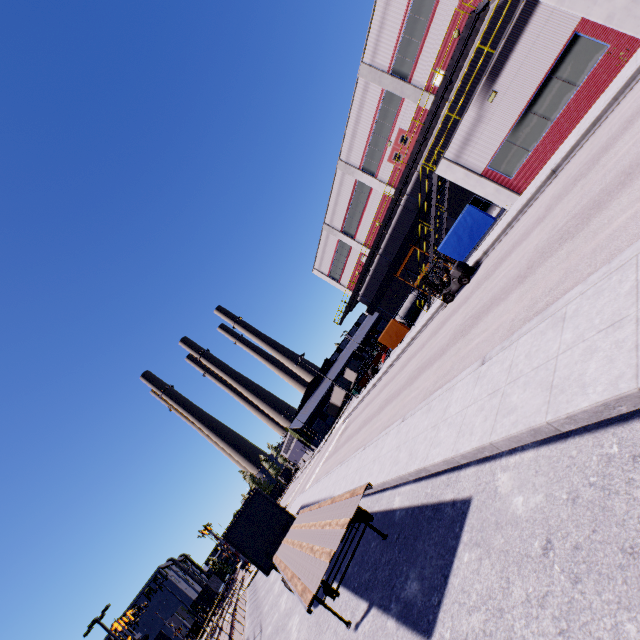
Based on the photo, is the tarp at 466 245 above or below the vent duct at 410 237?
below

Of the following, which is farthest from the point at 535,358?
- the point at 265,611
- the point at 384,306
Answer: the point at 384,306

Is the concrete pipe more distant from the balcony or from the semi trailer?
the semi trailer

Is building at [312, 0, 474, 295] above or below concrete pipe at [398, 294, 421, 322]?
above

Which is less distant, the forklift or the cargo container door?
the forklift

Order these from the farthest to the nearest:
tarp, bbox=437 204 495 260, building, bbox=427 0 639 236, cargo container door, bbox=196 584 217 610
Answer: cargo container door, bbox=196 584 217 610
tarp, bbox=437 204 495 260
building, bbox=427 0 639 236

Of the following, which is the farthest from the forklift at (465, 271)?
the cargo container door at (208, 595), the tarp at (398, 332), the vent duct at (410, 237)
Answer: the cargo container door at (208, 595)

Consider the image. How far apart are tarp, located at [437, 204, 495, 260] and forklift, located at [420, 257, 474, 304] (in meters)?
3.28
